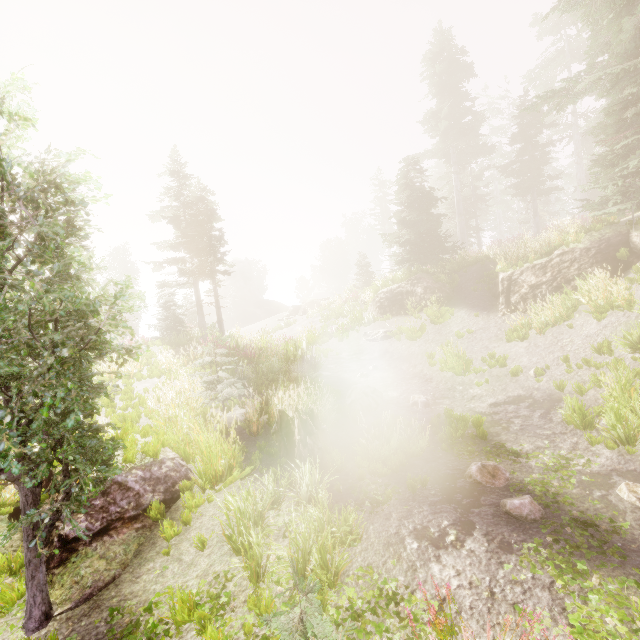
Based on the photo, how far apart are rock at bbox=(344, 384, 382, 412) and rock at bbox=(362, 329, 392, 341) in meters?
6.5 m

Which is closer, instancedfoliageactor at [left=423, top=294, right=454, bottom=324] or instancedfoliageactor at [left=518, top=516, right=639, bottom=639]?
instancedfoliageactor at [left=518, top=516, right=639, bottom=639]

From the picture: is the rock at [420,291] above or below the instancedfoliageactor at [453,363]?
above

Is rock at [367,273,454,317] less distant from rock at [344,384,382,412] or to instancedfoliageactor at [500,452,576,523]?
instancedfoliageactor at [500,452,576,523]

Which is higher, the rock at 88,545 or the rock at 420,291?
the rock at 420,291

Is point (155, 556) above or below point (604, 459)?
above

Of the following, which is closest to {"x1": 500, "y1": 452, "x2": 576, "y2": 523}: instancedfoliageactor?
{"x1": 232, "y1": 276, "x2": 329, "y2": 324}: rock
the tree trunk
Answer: {"x1": 232, "y1": 276, "x2": 329, "y2": 324}: rock

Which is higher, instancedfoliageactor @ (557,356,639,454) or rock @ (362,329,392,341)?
rock @ (362,329,392,341)
